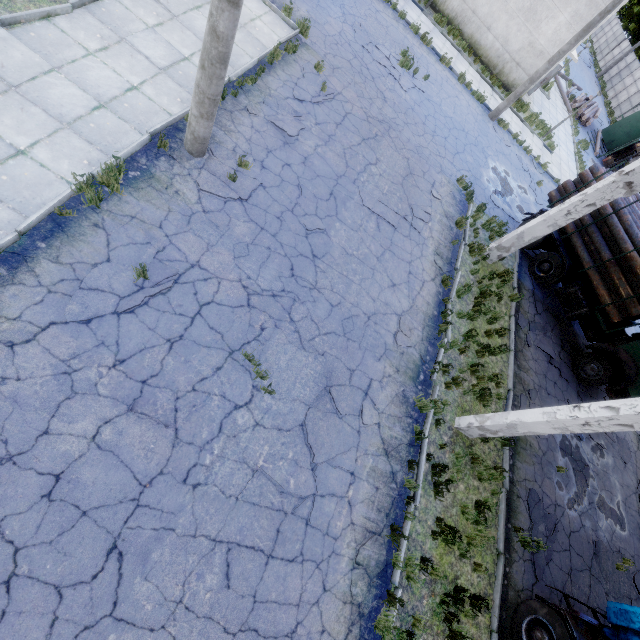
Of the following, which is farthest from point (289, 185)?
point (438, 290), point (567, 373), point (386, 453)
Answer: point (567, 373)

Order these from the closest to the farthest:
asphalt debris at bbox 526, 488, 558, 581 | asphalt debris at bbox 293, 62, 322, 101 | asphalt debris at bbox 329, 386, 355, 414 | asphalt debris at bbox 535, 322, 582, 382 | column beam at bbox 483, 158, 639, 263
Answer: asphalt debris at bbox 329, 386, 355, 414, asphalt debris at bbox 526, 488, 558, 581, column beam at bbox 483, 158, 639, 263, asphalt debris at bbox 293, 62, 322, 101, asphalt debris at bbox 535, 322, 582, 382

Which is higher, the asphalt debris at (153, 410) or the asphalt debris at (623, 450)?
the asphalt debris at (623, 450)

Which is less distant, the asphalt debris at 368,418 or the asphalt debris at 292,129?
the asphalt debris at 368,418

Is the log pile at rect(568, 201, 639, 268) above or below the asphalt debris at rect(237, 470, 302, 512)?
above

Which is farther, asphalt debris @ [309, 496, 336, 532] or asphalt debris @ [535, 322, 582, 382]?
asphalt debris @ [535, 322, 582, 382]

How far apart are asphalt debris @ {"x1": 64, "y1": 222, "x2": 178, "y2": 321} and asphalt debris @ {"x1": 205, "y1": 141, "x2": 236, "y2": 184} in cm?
173

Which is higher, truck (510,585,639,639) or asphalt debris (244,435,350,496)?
truck (510,585,639,639)
